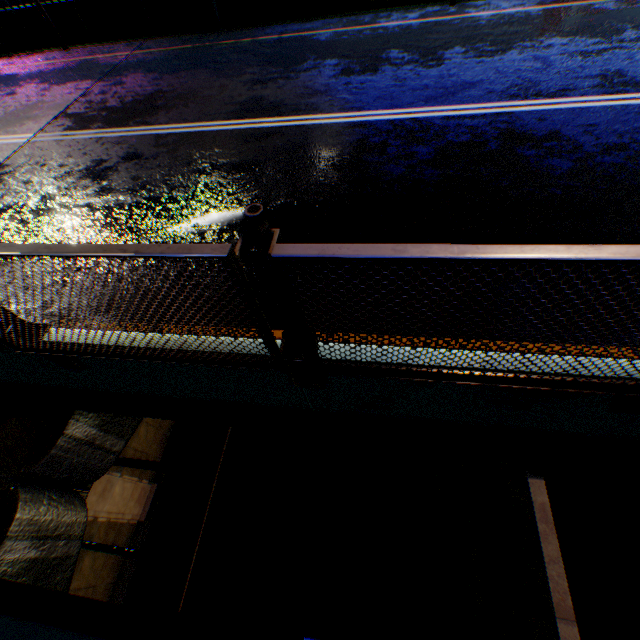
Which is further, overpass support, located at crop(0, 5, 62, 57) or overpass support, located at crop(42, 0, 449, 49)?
overpass support, located at crop(0, 5, 62, 57)

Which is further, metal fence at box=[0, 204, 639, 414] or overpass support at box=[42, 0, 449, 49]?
overpass support at box=[42, 0, 449, 49]

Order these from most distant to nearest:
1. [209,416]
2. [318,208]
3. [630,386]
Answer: [318,208] → [209,416] → [630,386]

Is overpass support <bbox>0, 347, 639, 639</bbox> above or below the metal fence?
below

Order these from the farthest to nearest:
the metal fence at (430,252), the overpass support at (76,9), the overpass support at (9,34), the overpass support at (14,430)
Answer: the overpass support at (9,34) → the overpass support at (76,9) → the overpass support at (14,430) → the metal fence at (430,252)

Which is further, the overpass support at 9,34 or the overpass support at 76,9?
the overpass support at 9,34

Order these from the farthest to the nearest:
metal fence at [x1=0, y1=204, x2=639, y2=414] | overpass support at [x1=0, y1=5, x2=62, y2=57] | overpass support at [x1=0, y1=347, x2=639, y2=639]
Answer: overpass support at [x1=0, y1=5, x2=62, y2=57] → overpass support at [x1=0, y1=347, x2=639, y2=639] → metal fence at [x1=0, y1=204, x2=639, y2=414]
